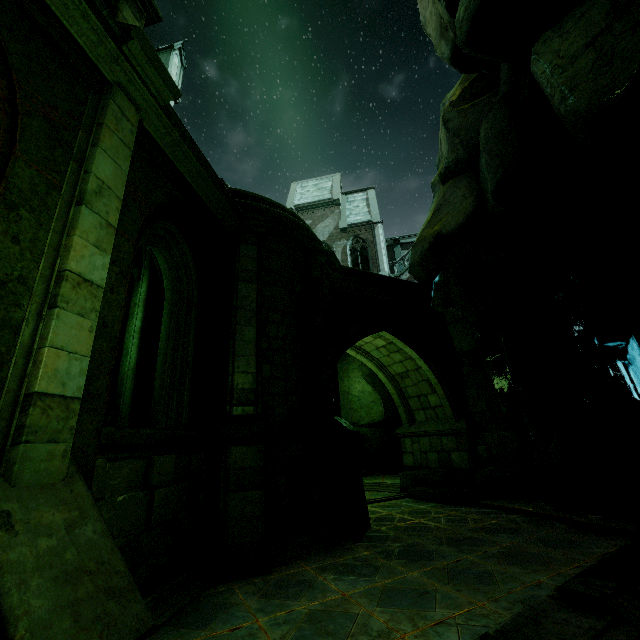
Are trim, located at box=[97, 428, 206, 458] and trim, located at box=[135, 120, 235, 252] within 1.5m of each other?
no

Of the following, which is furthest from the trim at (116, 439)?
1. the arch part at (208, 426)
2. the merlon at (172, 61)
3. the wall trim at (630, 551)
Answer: the merlon at (172, 61)

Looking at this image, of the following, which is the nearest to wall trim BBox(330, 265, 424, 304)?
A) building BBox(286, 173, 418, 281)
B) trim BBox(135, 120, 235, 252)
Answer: trim BBox(135, 120, 235, 252)

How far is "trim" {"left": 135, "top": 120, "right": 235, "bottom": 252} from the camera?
4.93m

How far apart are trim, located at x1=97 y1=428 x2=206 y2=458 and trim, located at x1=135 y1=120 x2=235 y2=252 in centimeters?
405cm

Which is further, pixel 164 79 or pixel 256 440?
pixel 256 440

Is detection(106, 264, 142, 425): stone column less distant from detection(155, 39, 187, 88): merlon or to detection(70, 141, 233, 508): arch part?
detection(70, 141, 233, 508): arch part

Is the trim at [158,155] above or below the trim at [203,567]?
above
